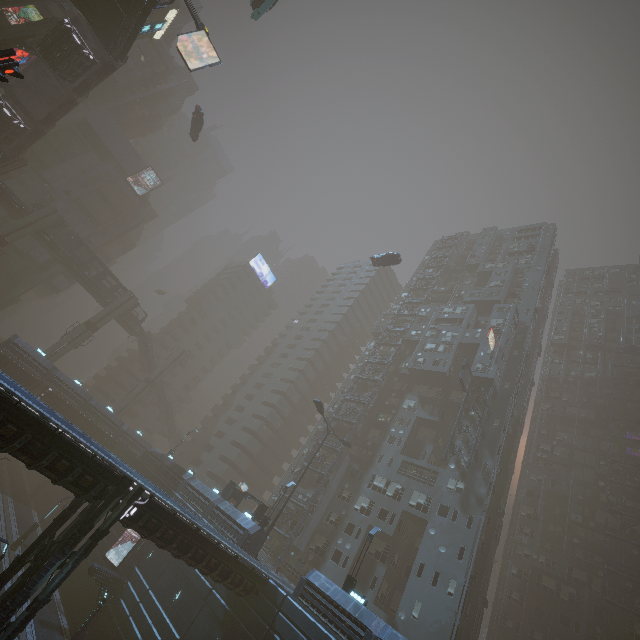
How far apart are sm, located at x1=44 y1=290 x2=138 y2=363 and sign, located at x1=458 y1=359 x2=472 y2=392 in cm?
5412

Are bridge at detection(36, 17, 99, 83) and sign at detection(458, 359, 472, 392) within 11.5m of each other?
no

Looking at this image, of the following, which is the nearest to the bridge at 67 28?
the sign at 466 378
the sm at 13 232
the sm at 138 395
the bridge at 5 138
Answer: the bridge at 5 138

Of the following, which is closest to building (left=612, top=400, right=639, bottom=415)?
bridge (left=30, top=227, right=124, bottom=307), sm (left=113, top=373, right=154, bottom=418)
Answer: sm (left=113, top=373, right=154, bottom=418)

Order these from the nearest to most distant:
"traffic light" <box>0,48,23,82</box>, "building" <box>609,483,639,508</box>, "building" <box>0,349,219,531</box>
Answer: "traffic light" <box>0,48,23,82</box> → "building" <box>0,349,219,531</box> → "building" <box>609,483,639,508</box>

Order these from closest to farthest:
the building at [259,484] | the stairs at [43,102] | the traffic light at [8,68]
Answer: the traffic light at [8,68], the building at [259,484], the stairs at [43,102]

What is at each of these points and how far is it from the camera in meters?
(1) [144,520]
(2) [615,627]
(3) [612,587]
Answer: (1) building, 16.7 m
(2) building, 38.6 m
(3) building, 41.2 m

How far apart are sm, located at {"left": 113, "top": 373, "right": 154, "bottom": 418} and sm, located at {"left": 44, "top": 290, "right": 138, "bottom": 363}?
10.43m
